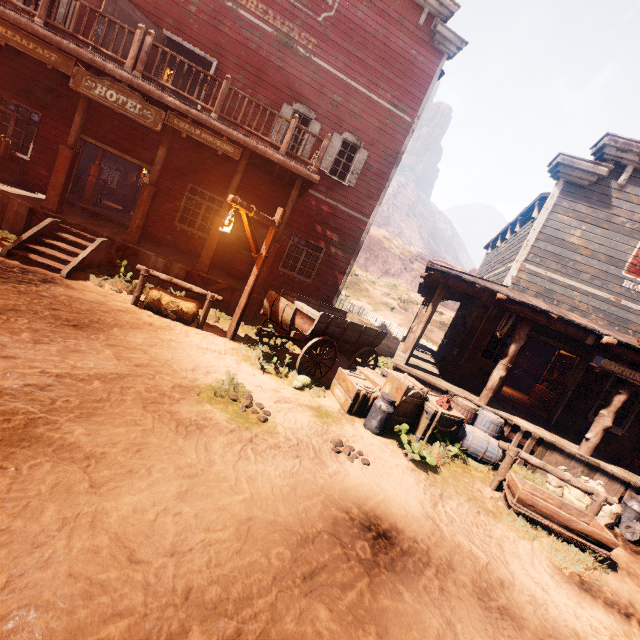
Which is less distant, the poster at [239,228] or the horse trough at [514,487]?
the horse trough at [514,487]

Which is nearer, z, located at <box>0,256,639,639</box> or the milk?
z, located at <box>0,256,639,639</box>

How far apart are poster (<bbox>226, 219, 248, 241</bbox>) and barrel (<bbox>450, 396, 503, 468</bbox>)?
8.24m

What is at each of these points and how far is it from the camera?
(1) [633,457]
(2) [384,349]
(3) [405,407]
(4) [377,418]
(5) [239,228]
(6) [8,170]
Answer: (1) log pile, 8.5m
(2) z, 17.3m
(3) wooden box, 6.6m
(4) milk, 6.2m
(5) poster, 11.9m
(6) wooden box, 9.6m

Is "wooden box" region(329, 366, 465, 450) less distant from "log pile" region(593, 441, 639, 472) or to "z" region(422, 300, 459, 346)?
"z" region(422, 300, 459, 346)

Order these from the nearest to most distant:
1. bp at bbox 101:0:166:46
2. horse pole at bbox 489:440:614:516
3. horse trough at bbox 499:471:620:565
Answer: horse trough at bbox 499:471:620:565
horse pole at bbox 489:440:614:516
bp at bbox 101:0:166:46

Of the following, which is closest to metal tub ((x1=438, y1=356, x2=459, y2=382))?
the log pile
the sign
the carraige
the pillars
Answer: the carraige

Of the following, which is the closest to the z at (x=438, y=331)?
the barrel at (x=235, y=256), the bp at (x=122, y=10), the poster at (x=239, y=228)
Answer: the barrel at (x=235, y=256)
